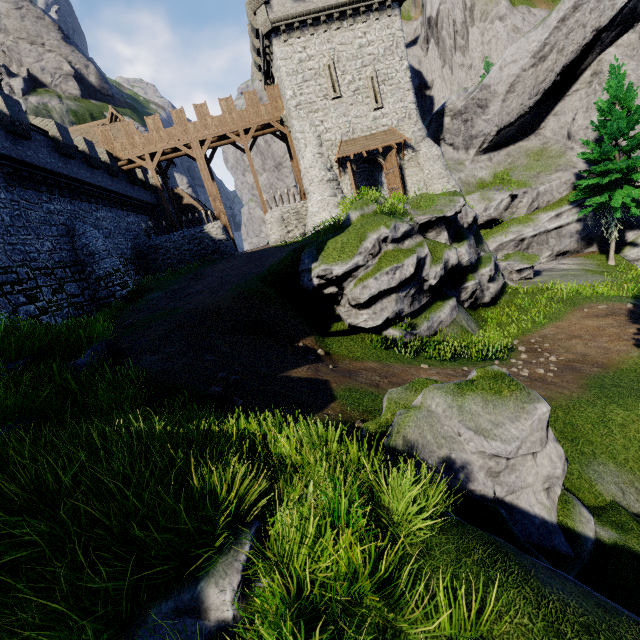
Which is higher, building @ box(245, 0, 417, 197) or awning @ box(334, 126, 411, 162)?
building @ box(245, 0, 417, 197)

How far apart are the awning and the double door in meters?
0.3 m

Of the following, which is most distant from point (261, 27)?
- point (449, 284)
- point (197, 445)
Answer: point (197, 445)

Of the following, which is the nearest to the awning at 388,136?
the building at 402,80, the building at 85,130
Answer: the building at 402,80

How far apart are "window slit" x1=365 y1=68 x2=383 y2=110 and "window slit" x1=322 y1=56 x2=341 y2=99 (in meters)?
1.97

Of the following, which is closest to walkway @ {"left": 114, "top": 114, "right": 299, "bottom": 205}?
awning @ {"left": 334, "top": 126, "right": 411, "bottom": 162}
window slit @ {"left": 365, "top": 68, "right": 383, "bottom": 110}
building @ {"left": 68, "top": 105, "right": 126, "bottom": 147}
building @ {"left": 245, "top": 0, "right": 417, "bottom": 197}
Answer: building @ {"left": 245, "top": 0, "right": 417, "bottom": 197}

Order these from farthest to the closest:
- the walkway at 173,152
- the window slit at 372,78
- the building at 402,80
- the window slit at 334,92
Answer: the walkway at 173,152 < the window slit at 372,78 < the window slit at 334,92 < the building at 402,80

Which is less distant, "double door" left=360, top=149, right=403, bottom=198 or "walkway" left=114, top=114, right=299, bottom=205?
"double door" left=360, top=149, right=403, bottom=198
